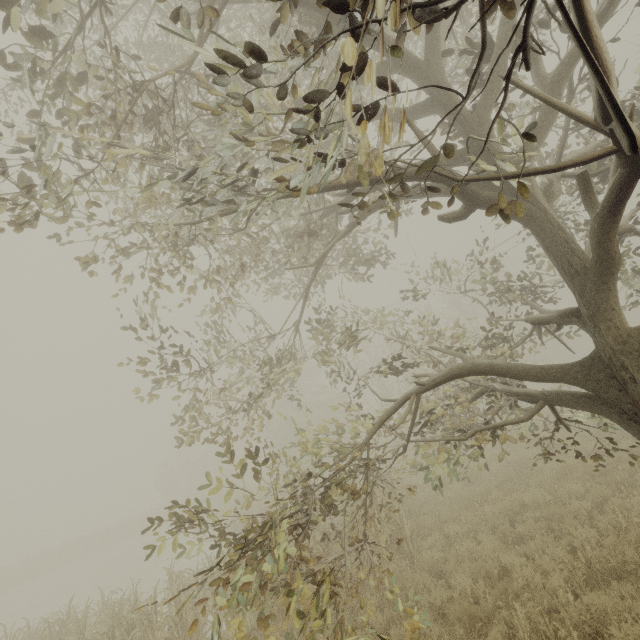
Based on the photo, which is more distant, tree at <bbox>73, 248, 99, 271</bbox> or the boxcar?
the boxcar

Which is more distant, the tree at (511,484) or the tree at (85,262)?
the tree at (85,262)

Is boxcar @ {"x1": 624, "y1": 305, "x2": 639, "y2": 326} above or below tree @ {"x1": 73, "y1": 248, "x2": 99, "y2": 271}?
below

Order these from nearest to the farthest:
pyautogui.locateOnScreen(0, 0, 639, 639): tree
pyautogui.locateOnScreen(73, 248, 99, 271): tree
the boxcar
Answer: pyautogui.locateOnScreen(0, 0, 639, 639): tree < pyautogui.locateOnScreen(73, 248, 99, 271): tree < the boxcar

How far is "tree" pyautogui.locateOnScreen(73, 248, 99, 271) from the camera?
4.3 meters

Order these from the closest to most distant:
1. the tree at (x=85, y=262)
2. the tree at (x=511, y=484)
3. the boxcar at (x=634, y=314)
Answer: the tree at (x=511, y=484), the tree at (x=85, y=262), the boxcar at (x=634, y=314)

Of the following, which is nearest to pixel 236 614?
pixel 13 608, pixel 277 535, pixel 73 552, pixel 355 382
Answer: pixel 277 535
